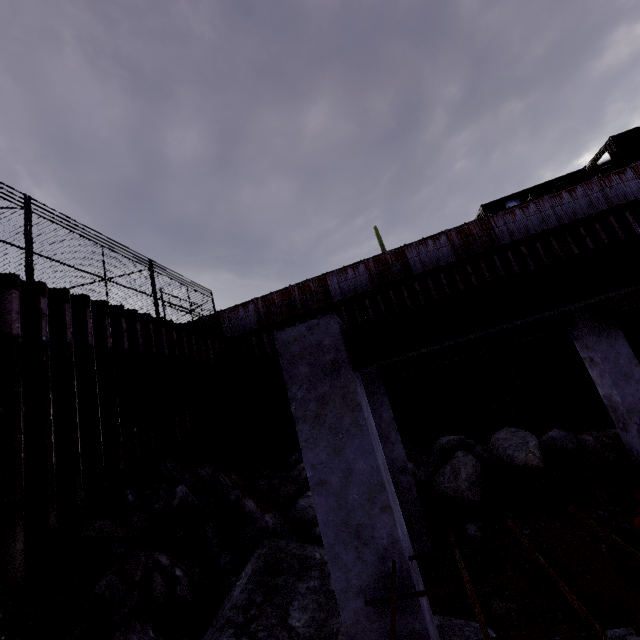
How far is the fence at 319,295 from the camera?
15.38m

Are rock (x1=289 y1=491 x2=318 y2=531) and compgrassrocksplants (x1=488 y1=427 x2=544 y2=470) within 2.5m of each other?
no

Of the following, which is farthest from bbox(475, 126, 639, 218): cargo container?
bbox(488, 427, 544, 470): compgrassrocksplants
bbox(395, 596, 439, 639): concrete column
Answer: bbox(395, 596, 439, 639): concrete column

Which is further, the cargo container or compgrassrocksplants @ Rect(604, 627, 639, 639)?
the cargo container

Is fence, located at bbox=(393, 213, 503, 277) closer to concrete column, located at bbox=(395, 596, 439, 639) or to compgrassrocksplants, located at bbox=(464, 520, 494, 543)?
concrete column, located at bbox=(395, 596, 439, 639)

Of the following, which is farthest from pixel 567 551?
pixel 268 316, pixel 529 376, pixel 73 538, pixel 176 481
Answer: pixel 268 316

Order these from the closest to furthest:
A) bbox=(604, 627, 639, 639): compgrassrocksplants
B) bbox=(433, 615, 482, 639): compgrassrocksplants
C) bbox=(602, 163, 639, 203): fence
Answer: bbox=(604, 627, 639, 639): compgrassrocksplants
bbox=(433, 615, 482, 639): compgrassrocksplants
bbox=(602, 163, 639, 203): fence

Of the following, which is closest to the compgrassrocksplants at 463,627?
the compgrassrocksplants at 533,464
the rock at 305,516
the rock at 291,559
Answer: the rock at 291,559
